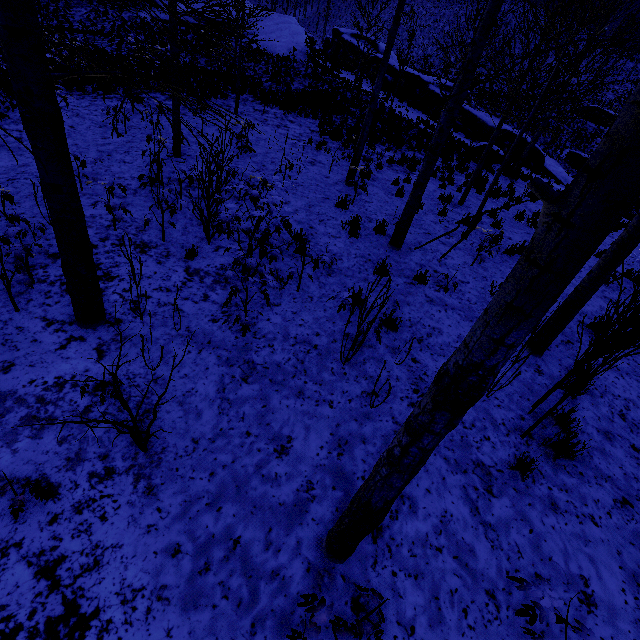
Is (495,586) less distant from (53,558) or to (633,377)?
(53,558)

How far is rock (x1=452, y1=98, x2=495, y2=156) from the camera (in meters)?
19.08

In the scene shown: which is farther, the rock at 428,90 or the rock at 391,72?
the rock at 391,72

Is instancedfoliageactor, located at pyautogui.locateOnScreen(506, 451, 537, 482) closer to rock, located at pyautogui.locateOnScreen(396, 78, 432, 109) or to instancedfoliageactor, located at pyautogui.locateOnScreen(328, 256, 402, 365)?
instancedfoliageactor, located at pyautogui.locateOnScreen(328, 256, 402, 365)

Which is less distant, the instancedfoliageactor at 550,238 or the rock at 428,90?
the instancedfoliageactor at 550,238

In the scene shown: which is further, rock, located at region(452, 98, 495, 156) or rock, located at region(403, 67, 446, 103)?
rock, located at region(403, 67, 446, 103)
